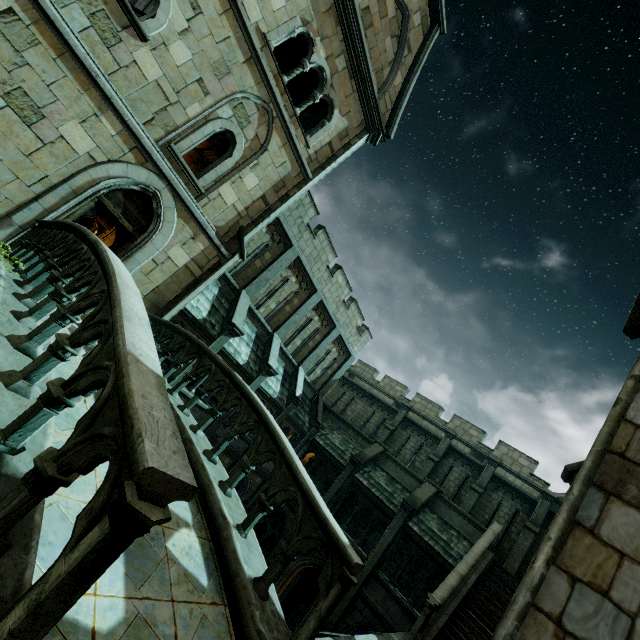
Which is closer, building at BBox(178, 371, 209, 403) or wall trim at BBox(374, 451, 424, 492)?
building at BBox(178, 371, 209, 403)

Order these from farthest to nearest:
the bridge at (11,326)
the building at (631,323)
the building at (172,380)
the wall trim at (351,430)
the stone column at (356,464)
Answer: the wall trim at (351,430), the stone column at (356,464), the building at (172,380), the building at (631,323), the bridge at (11,326)

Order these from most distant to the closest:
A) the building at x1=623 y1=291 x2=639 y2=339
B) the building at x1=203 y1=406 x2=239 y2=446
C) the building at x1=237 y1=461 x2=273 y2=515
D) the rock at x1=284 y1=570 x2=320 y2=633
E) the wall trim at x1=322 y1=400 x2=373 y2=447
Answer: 1. the wall trim at x1=322 y1=400 x2=373 y2=447
2. the rock at x1=284 y1=570 x2=320 y2=633
3. the building at x1=237 y1=461 x2=273 y2=515
4. the building at x1=203 y1=406 x2=239 y2=446
5. the building at x1=623 y1=291 x2=639 y2=339

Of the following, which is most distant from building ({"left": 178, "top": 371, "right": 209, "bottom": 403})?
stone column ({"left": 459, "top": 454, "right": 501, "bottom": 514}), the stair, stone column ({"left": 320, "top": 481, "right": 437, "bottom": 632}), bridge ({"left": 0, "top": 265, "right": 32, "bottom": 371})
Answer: stone column ({"left": 459, "top": 454, "right": 501, "bottom": 514})

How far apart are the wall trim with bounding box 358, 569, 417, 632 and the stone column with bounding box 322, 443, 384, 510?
3.5m

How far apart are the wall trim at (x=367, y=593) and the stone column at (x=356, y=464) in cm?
345

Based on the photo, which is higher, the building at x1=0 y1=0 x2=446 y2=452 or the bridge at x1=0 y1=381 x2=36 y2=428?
the building at x1=0 y1=0 x2=446 y2=452

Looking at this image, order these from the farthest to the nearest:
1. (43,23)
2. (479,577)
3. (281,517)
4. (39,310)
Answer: (281,517) → (479,577) → (43,23) → (39,310)
